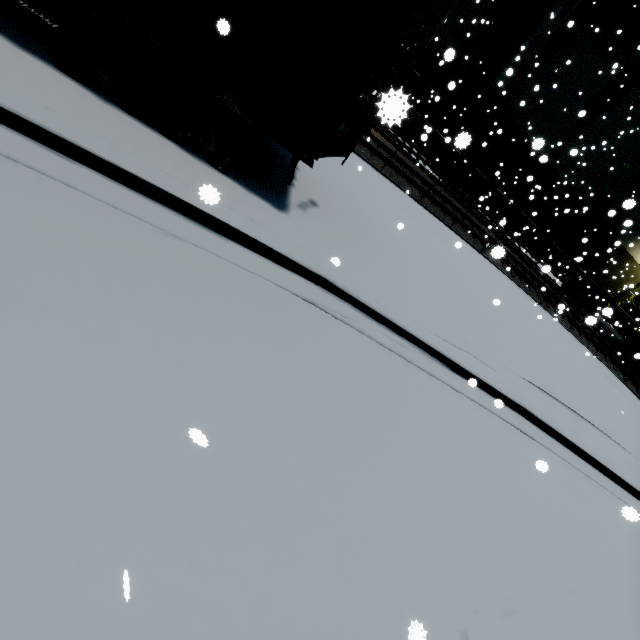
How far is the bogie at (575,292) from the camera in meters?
22.7 m

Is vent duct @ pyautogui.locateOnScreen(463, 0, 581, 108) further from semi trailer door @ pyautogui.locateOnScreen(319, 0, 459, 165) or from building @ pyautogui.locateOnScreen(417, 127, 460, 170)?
semi trailer door @ pyautogui.locateOnScreen(319, 0, 459, 165)

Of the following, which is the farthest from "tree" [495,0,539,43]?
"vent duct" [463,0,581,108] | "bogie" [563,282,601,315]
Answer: "bogie" [563,282,601,315]

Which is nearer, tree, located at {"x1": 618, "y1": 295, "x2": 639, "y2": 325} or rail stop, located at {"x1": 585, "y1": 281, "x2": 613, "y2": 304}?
rail stop, located at {"x1": 585, "y1": 281, "x2": 613, "y2": 304}

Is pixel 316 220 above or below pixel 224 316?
above

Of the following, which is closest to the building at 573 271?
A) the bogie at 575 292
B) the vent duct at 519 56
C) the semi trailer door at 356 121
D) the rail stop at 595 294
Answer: the vent duct at 519 56

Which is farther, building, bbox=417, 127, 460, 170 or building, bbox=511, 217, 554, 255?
building, bbox=511, 217, 554, 255
